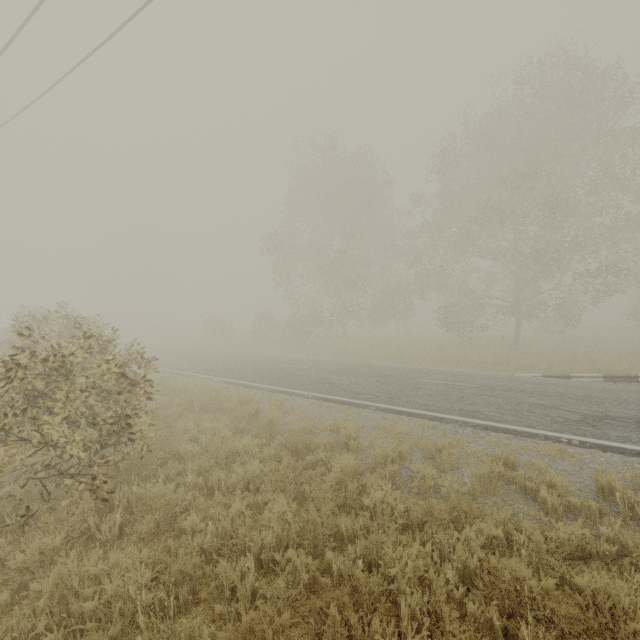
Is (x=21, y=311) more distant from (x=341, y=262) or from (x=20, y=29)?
(x=341, y=262)
